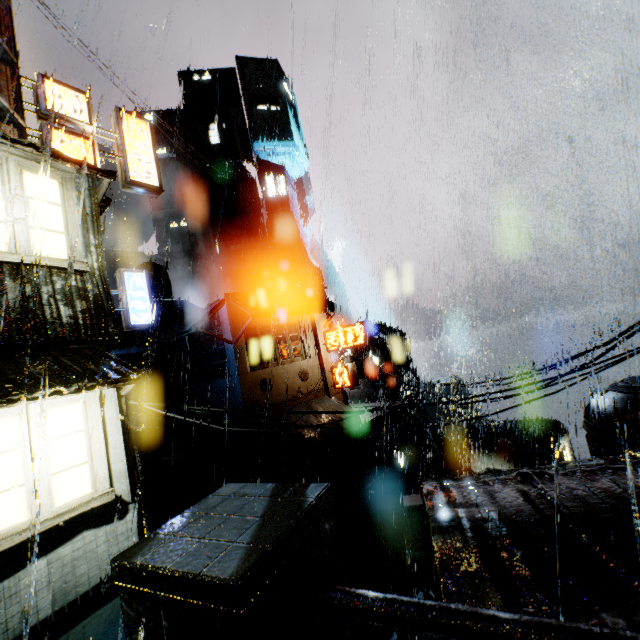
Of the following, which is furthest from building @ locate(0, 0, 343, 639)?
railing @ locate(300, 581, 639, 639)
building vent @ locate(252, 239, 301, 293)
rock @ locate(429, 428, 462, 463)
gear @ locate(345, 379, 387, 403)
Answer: rock @ locate(429, 428, 462, 463)

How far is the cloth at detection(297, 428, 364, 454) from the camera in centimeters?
1864cm

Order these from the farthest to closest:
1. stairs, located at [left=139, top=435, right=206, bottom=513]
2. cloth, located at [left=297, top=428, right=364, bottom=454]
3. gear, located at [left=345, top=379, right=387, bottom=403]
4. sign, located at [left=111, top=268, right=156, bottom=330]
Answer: gear, located at [left=345, top=379, right=387, bottom=403], stairs, located at [left=139, top=435, right=206, bottom=513], cloth, located at [left=297, top=428, right=364, bottom=454], sign, located at [left=111, top=268, right=156, bottom=330]

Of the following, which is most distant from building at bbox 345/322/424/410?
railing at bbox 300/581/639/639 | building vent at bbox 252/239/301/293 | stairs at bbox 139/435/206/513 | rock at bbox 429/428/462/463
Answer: rock at bbox 429/428/462/463

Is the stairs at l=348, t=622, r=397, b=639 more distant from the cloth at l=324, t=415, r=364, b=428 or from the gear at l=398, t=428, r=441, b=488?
the gear at l=398, t=428, r=441, b=488

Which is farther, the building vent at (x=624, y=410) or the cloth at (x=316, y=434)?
the cloth at (x=316, y=434)

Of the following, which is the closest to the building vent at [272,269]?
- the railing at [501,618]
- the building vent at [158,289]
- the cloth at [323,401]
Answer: the building vent at [158,289]

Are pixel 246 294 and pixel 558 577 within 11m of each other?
no
